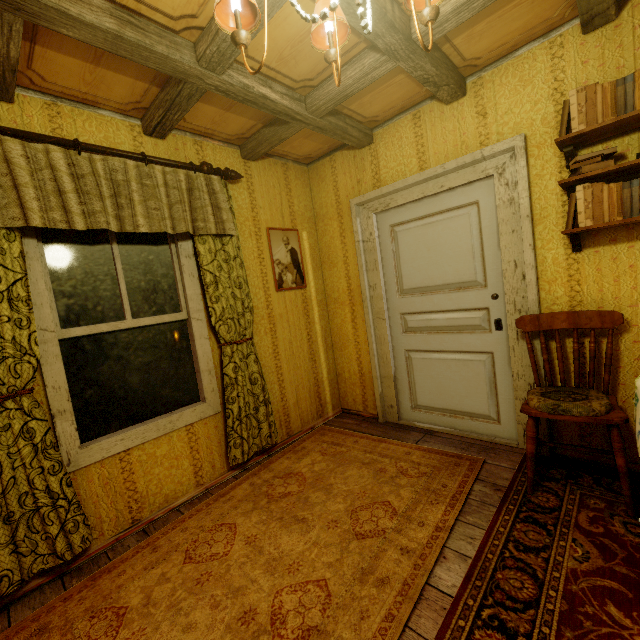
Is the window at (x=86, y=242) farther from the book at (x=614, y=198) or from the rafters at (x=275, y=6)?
the book at (x=614, y=198)

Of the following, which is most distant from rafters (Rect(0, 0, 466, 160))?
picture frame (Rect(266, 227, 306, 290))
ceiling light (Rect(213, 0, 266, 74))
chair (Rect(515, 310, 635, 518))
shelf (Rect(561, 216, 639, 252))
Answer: chair (Rect(515, 310, 635, 518))

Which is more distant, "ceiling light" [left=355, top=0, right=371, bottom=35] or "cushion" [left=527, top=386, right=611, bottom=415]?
"cushion" [left=527, top=386, right=611, bottom=415]

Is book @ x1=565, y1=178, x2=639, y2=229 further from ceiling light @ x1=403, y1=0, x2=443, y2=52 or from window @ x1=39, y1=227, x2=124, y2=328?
window @ x1=39, y1=227, x2=124, y2=328

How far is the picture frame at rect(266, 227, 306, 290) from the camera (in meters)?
3.21

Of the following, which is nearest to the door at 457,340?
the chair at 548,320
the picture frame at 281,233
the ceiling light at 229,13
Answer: the chair at 548,320

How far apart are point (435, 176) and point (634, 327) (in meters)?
1.74

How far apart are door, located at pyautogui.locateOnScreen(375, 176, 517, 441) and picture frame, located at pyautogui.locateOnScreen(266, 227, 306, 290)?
0.8 meters
